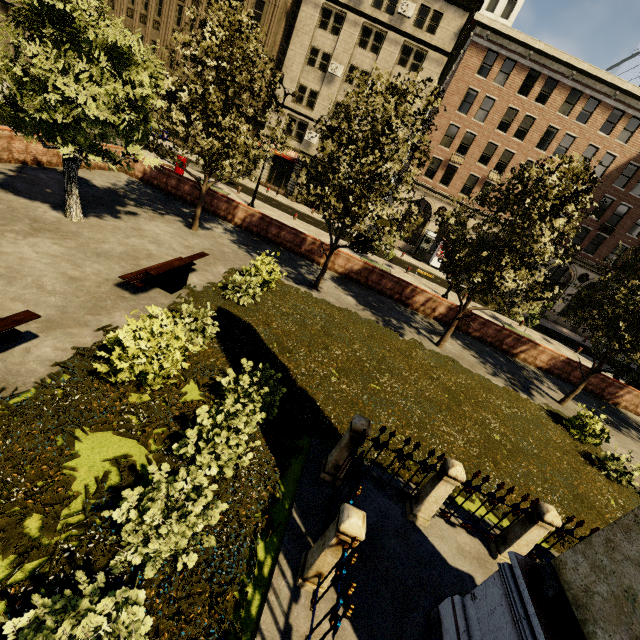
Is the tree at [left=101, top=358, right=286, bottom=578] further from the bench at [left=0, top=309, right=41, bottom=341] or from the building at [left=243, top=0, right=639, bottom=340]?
the bench at [left=0, top=309, right=41, bottom=341]

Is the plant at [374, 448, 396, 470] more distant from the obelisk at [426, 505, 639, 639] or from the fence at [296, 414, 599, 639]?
the obelisk at [426, 505, 639, 639]

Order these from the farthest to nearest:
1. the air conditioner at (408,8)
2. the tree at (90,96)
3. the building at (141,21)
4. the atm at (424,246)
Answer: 1. the atm at (424,246)
2. the building at (141,21)
3. the air conditioner at (408,8)
4. the tree at (90,96)

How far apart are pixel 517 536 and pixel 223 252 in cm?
1269

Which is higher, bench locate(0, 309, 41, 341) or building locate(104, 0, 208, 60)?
building locate(104, 0, 208, 60)

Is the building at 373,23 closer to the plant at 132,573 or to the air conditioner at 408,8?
the air conditioner at 408,8

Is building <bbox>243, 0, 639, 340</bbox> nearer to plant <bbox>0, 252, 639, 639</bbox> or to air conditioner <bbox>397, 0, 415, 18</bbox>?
air conditioner <bbox>397, 0, 415, 18</bbox>

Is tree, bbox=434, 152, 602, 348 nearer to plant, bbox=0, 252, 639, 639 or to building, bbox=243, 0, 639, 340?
plant, bbox=0, 252, 639, 639
